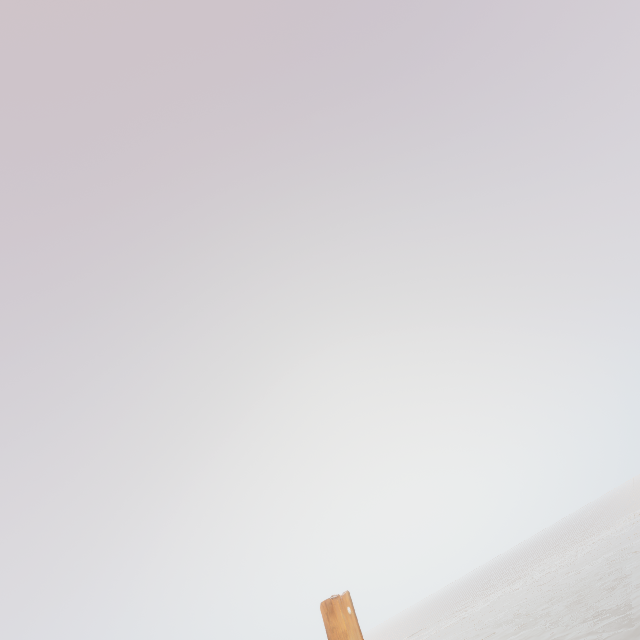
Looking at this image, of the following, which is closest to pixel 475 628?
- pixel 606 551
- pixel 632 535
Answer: pixel 606 551
